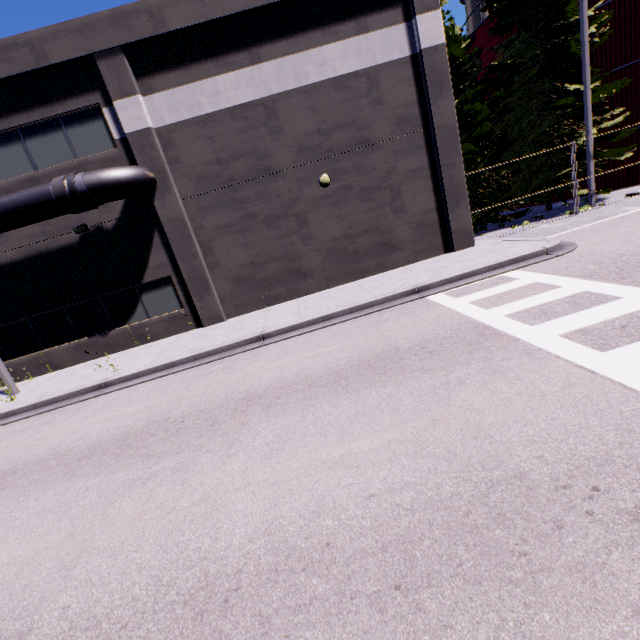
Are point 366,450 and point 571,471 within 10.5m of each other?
yes

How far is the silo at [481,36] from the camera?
20.0 meters

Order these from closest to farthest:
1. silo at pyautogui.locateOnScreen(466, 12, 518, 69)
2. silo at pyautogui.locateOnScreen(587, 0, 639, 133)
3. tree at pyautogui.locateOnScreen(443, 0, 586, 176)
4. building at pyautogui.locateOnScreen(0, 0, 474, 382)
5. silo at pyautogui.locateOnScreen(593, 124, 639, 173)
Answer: building at pyautogui.locateOnScreen(0, 0, 474, 382)
tree at pyautogui.locateOnScreen(443, 0, 586, 176)
silo at pyautogui.locateOnScreen(587, 0, 639, 133)
silo at pyautogui.locateOnScreen(593, 124, 639, 173)
silo at pyautogui.locateOnScreen(466, 12, 518, 69)

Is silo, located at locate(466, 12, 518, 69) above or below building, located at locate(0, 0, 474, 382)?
above

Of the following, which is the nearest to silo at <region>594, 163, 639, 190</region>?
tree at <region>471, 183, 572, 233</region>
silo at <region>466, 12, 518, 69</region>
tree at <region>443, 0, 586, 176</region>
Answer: silo at <region>466, 12, 518, 69</region>

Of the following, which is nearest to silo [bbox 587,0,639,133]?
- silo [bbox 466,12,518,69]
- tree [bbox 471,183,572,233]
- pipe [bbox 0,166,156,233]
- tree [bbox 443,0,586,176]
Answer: silo [bbox 466,12,518,69]

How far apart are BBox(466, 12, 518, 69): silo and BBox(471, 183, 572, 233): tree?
9.65m

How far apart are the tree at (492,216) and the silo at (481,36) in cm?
965
